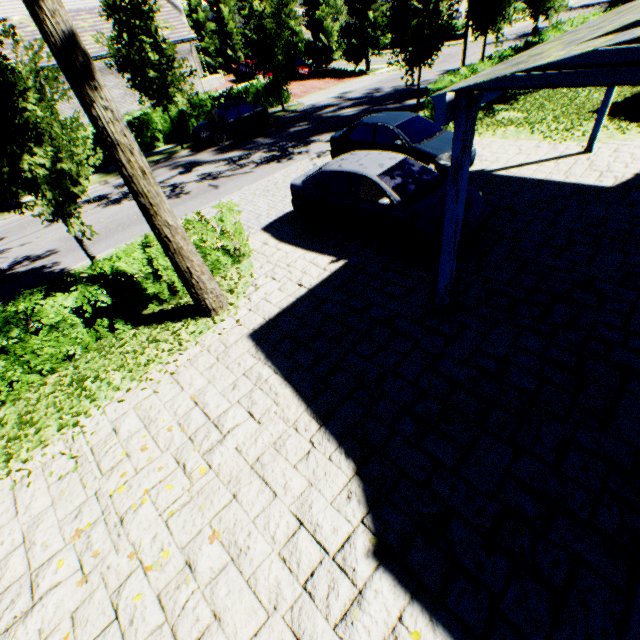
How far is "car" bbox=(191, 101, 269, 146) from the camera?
18.0m

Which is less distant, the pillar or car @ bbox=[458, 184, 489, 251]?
the pillar

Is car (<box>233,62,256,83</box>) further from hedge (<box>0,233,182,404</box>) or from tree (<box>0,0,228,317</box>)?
hedge (<box>0,233,182,404</box>)

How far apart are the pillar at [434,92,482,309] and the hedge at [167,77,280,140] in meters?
23.3 m

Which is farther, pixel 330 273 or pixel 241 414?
pixel 330 273

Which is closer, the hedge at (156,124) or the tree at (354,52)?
the tree at (354,52)

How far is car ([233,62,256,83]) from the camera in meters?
28.6

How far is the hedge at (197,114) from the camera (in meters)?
20.47
